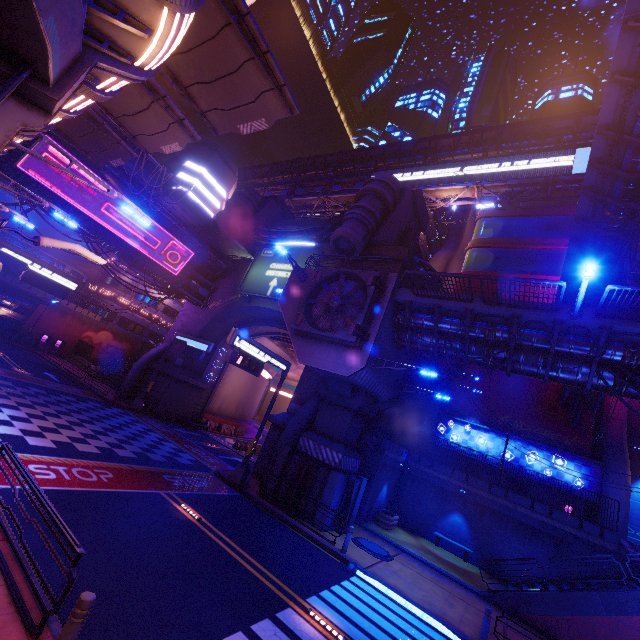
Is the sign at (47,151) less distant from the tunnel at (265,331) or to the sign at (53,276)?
the sign at (53,276)

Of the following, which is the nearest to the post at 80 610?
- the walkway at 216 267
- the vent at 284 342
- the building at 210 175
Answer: the walkway at 216 267

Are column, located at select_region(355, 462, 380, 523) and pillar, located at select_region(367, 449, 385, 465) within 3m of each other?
yes

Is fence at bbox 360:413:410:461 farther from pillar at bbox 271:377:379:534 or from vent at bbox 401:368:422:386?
pillar at bbox 271:377:379:534

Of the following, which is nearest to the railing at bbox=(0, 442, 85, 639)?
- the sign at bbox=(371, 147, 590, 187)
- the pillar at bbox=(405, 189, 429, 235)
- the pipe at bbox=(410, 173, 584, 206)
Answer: the pillar at bbox=(405, 189, 429, 235)

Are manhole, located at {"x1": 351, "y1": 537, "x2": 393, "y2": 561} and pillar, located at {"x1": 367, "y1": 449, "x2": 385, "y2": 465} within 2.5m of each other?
no

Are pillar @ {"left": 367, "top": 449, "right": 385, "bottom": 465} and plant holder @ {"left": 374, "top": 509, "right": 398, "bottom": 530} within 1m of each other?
no

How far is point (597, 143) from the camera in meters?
12.7
